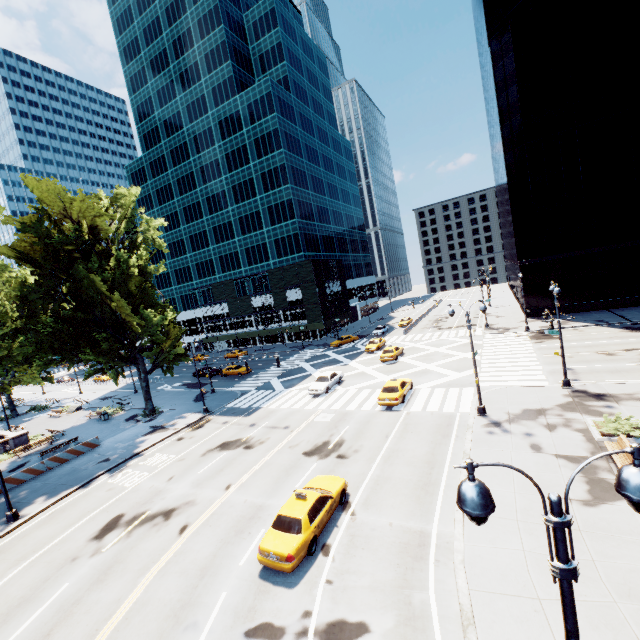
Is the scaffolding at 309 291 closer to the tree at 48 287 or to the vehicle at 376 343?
the vehicle at 376 343

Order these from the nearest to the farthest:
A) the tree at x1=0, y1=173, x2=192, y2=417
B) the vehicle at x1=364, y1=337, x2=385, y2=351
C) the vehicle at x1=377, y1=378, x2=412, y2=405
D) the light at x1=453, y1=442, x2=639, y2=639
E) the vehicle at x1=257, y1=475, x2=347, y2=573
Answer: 1. the light at x1=453, y1=442, x2=639, y2=639
2. the vehicle at x1=257, y1=475, x2=347, y2=573
3. the vehicle at x1=377, y1=378, x2=412, y2=405
4. the tree at x1=0, y1=173, x2=192, y2=417
5. the vehicle at x1=364, y1=337, x2=385, y2=351

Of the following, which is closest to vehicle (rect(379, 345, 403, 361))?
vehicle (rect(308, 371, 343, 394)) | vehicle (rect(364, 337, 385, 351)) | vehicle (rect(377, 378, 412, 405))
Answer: vehicle (rect(364, 337, 385, 351))

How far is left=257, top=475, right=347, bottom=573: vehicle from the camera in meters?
11.8 m

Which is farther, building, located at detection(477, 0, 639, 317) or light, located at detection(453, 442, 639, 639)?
building, located at detection(477, 0, 639, 317)

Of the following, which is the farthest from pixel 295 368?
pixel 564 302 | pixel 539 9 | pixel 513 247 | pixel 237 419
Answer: pixel 539 9

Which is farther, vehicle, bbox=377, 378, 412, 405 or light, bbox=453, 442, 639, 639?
vehicle, bbox=377, 378, 412, 405

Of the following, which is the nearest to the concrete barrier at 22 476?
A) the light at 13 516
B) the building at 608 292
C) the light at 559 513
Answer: the light at 13 516
